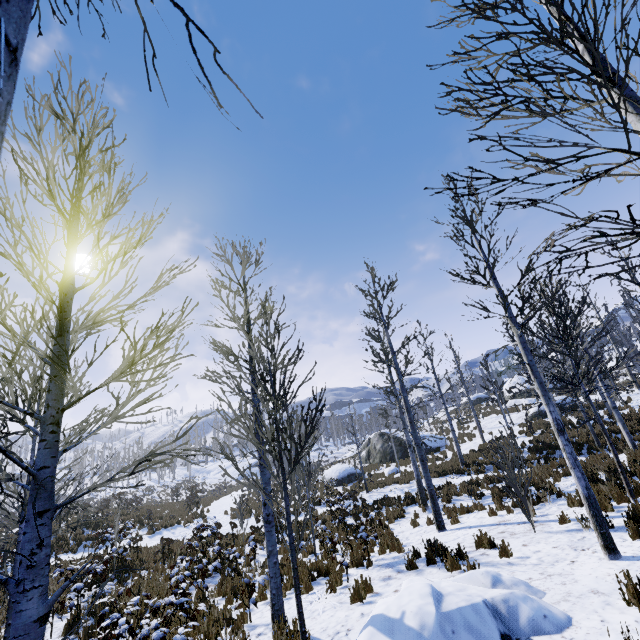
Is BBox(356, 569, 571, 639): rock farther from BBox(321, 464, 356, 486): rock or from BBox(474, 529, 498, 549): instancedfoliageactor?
BBox(321, 464, 356, 486): rock

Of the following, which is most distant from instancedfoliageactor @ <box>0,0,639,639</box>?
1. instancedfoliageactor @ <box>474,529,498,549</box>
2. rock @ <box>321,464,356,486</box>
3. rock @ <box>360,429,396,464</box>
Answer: rock @ <box>360,429,396,464</box>

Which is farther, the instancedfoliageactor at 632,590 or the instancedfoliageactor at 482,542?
the instancedfoliageactor at 482,542

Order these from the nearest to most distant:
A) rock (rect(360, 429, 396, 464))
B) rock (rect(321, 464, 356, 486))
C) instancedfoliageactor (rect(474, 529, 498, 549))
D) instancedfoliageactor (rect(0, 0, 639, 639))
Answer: instancedfoliageactor (rect(0, 0, 639, 639)) < instancedfoliageactor (rect(474, 529, 498, 549)) < rock (rect(321, 464, 356, 486)) < rock (rect(360, 429, 396, 464))

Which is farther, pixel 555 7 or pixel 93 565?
pixel 93 565

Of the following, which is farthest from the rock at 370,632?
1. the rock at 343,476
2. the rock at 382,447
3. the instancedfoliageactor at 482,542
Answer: the rock at 382,447

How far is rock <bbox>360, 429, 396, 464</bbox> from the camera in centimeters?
3012cm

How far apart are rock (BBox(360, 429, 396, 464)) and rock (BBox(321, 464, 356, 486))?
4.0 meters
